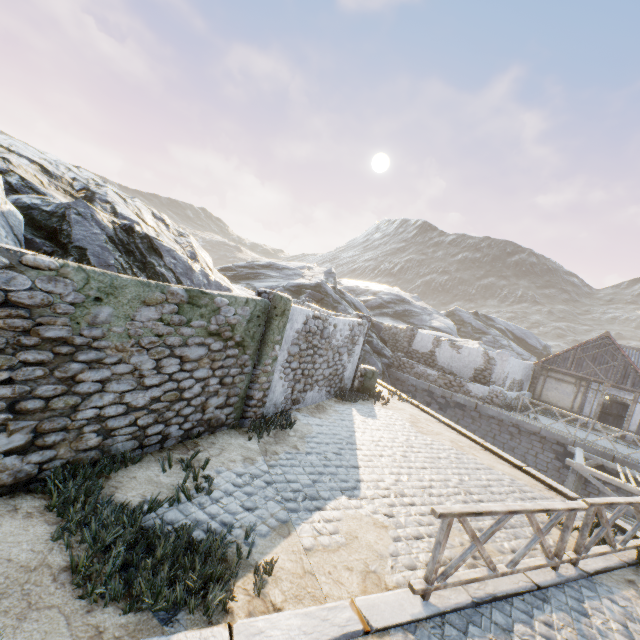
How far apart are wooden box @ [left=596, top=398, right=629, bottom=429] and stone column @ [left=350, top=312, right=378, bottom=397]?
19.95m

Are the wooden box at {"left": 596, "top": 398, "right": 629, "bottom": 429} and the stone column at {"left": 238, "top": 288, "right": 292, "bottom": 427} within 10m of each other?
no

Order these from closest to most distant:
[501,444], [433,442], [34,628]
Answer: [34,628] → [433,442] → [501,444]

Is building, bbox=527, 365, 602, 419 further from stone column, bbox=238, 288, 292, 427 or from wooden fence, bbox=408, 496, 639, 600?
stone column, bbox=238, 288, 292, 427

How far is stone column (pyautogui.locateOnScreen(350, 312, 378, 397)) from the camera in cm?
1273

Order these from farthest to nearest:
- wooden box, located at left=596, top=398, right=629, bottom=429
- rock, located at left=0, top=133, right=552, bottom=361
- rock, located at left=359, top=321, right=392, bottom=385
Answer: wooden box, located at left=596, top=398, right=629, bottom=429 → rock, located at left=359, top=321, right=392, bottom=385 → rock, located at left=0, top=133, right=552, bottom=361

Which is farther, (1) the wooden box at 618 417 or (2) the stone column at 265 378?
(1) the wooden box at 618 417

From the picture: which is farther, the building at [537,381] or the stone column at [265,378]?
the building at [537,381]
